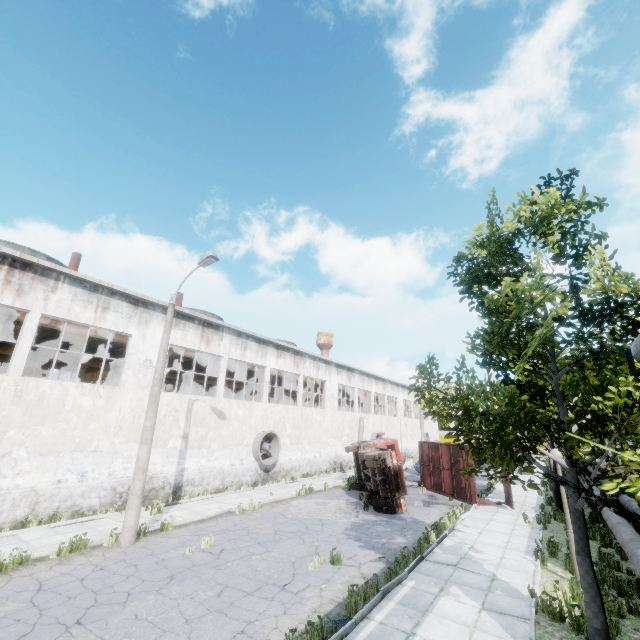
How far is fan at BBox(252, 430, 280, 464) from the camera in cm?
2121

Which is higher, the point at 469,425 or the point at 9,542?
the point at 469,425

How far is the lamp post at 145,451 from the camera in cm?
1071

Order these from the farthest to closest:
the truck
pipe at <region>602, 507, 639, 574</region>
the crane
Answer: the crane → the truck → pipe at <region>602, 507, 639, 574</region>

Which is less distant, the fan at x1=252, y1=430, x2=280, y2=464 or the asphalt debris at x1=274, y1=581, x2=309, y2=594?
the asphalt debris at x1=274, y1=581, x2=309, y2=594

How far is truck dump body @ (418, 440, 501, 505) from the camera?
18.3m

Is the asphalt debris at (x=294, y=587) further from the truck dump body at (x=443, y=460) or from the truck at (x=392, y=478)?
the truck dump body at (x=443, y=460)

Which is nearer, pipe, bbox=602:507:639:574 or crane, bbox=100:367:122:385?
pipe, bbox=602:507:639:574
